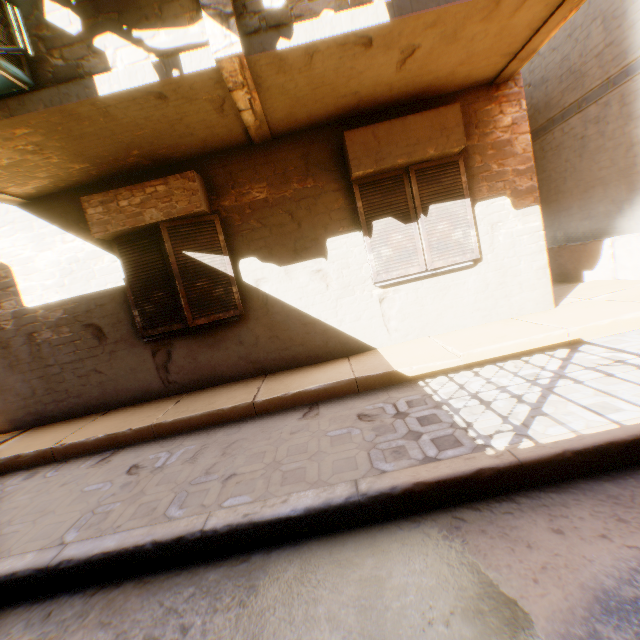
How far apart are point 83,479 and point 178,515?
1.79m

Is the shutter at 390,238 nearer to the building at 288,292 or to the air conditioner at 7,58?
the building at 288,292

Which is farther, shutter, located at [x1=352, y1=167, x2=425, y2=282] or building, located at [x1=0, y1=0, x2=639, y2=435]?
shutter, located at [x1=352, y1=167, x2=425, y2=282]

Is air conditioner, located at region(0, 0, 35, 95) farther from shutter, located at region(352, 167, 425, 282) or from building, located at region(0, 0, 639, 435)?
shutter, located at region(352, 167, 425, 282)

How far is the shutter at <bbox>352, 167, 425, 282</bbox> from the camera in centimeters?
477cm

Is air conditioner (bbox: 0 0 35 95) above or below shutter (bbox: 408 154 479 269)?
above
